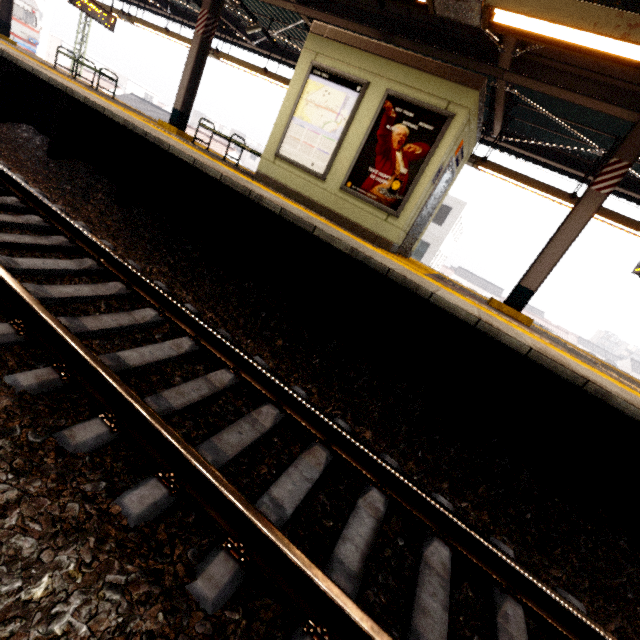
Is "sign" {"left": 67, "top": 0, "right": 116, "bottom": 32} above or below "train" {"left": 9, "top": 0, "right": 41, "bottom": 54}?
above

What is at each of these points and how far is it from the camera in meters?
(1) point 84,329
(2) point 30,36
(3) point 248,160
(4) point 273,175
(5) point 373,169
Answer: (1) train track, 2.4 m
(2) train, 21.3 m
(3) building, 59.0 m
(4) elevator, 6.7 m
(5) sign, 5.8 m

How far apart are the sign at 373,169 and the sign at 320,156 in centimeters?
27cm

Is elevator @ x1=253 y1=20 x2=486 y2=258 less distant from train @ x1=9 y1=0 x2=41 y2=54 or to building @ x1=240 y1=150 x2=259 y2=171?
train @ x1=9 y1=0 x2=41 y2=54

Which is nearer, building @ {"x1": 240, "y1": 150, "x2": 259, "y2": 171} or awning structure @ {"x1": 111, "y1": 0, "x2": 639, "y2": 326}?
awning structure @ {"x1": 111, "y1": 0, "x2": 639, "y2": 326}

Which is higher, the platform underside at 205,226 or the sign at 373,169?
the sign at 373,169

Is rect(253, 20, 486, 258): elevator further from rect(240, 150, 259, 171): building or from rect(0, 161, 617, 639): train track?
rect(240, 150, 259, 171): building

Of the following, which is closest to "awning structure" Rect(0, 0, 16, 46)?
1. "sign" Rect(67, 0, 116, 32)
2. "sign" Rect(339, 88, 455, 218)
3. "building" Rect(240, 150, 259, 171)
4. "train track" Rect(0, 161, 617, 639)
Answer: "sign" Rect(67, 0, 116, 32)
